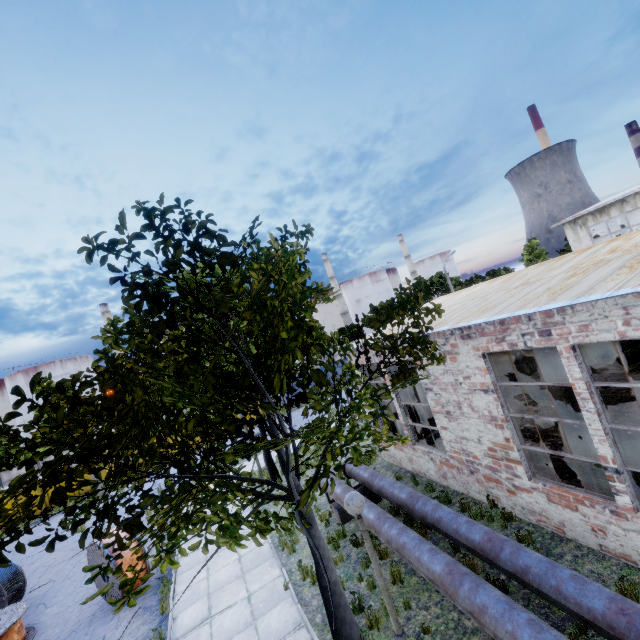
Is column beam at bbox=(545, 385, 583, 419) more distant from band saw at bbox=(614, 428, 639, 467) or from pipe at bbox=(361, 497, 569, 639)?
pipe at bbox=(361, 497, 569, 639)

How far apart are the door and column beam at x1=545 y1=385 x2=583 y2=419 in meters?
5.9 m

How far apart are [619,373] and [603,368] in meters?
1.2 m

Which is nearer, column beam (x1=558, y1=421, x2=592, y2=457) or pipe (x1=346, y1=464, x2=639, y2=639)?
pipe (x1=346, y1=464, x2=639, y2=639)

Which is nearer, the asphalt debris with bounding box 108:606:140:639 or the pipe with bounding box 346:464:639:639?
the pipe with bounding box 346:464:639:639

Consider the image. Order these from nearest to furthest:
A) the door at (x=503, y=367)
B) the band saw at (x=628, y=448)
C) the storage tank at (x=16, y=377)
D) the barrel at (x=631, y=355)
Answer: the band saw at (x=628, y=448), the barrel at (x=631, y=355), the door at (x=503, y=367), the storage tank at (x=16, y=377)

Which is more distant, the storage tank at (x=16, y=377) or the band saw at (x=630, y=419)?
the storage tank at (x=16, y=377)

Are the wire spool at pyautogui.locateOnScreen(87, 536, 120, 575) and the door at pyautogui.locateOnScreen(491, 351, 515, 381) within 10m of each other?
no
